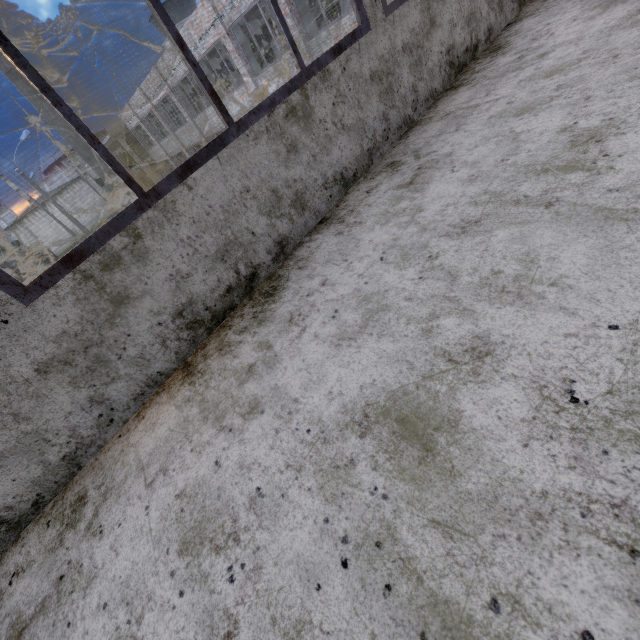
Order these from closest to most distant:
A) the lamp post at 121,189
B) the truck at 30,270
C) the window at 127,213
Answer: the window at 127,213 → the lamp post at 121,189 → the truck at 30,270

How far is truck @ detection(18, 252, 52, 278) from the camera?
47.3m

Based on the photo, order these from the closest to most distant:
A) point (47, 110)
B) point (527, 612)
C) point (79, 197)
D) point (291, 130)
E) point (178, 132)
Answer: point (527, 612) < point (291, 130) < point (47, 110) < point (178, 132) < point (79, 197)

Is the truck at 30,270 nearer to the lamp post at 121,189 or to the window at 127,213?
the lamp post at 121,189

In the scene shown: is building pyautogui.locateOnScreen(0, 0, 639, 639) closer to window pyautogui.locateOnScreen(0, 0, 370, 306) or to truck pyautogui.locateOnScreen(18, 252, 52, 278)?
window pyautogui.locateOnScreen(0, 0, 370, 306)

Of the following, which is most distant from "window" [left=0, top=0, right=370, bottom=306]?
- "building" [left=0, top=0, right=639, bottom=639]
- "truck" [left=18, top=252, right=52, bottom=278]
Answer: "truck" [left=18, top=252, right=52, bottom=278]

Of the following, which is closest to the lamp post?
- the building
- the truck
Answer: the building
